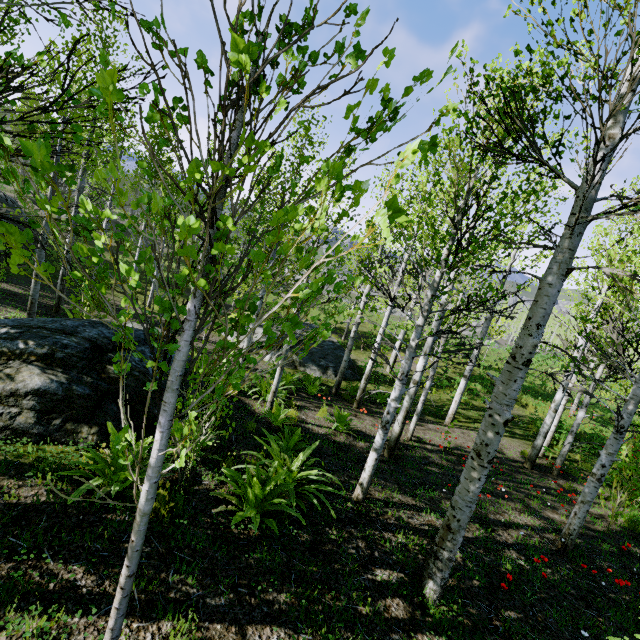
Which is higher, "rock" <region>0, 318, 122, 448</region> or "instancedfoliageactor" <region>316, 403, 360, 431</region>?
"rock" <region>0, 318, 122, 448</region>

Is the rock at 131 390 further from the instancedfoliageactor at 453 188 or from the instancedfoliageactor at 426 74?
the instancedfoliageactor at 426 74

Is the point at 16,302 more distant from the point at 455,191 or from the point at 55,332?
the point at 455,191

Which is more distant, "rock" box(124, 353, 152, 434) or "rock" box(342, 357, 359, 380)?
"rock" box(342, 357, 359, 380)

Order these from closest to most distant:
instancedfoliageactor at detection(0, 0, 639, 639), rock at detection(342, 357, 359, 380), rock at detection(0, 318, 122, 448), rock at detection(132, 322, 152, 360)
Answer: instancedfoliageactor at detection(0, 0, 639, 639) < rock at detection(0, 318, 122, 448) < rock at detection(132, 322, 152, 360) < rock at detection(342, 357, 359, 380)

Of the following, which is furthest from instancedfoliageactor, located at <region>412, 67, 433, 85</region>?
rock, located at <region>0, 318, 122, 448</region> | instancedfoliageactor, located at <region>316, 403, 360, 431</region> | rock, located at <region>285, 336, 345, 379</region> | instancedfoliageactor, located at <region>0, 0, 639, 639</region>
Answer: rock, located at <region>285, 336, 345, 379</region>

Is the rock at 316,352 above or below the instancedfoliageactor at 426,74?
below

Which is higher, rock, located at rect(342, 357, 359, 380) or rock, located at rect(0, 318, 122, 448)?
rock, located at rect(0, 318, 122, 448)
